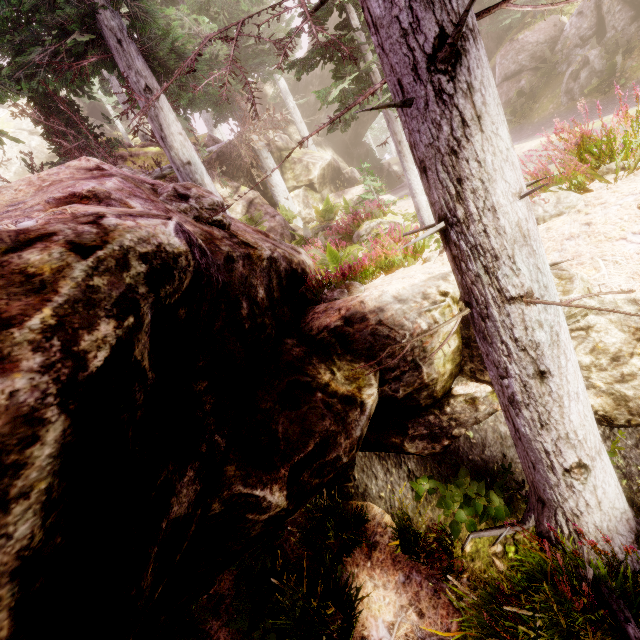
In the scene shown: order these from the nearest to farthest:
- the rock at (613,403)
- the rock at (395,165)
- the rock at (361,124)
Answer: the rock at (613,403)
the rock at (361,124)
the rock at (395,165)

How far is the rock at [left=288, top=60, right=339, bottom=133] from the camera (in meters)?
25.33

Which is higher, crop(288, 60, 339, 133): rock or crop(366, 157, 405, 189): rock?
crop(288, 60, 339, 133): rock

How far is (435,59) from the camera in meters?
2.1

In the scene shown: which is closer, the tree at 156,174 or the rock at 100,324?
the rock at 100,324

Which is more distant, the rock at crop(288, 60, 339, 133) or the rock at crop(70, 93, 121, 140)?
the rock at crop(70, 93, 121, 140)
